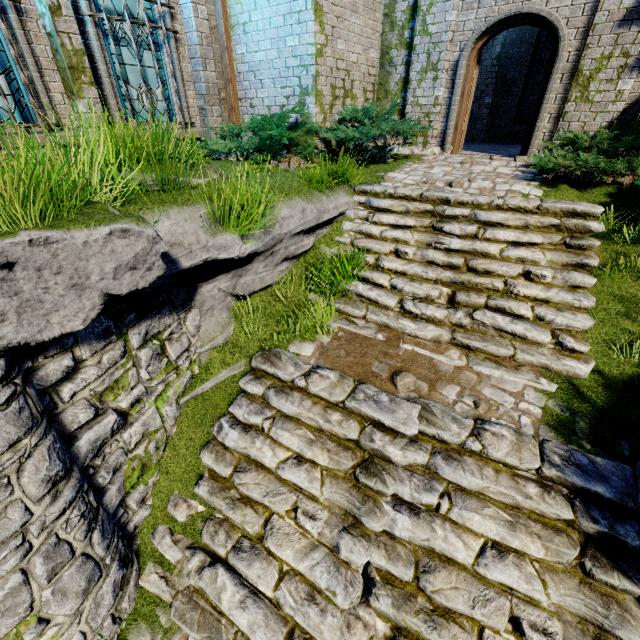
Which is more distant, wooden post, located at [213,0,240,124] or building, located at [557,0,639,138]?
wooden post, located at [213,0,240,124]

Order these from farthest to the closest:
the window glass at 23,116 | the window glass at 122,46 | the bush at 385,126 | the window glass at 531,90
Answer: the window glass at 531,90 < the bush at 385,126 < the window glass at 122,46 < the window glass at 23,116

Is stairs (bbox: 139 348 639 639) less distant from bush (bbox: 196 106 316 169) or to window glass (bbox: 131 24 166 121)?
bush (bbox: 196 106 316 169)

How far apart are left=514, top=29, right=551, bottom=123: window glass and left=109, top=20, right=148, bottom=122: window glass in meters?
12.3 m

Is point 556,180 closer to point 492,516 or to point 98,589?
point 492,516

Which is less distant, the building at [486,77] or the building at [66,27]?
the building at [66,27]

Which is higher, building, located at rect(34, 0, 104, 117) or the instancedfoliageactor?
building, located at rect(34, 0, 104, 117)

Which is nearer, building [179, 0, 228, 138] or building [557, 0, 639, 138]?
building [557, 0, 639, 138]
